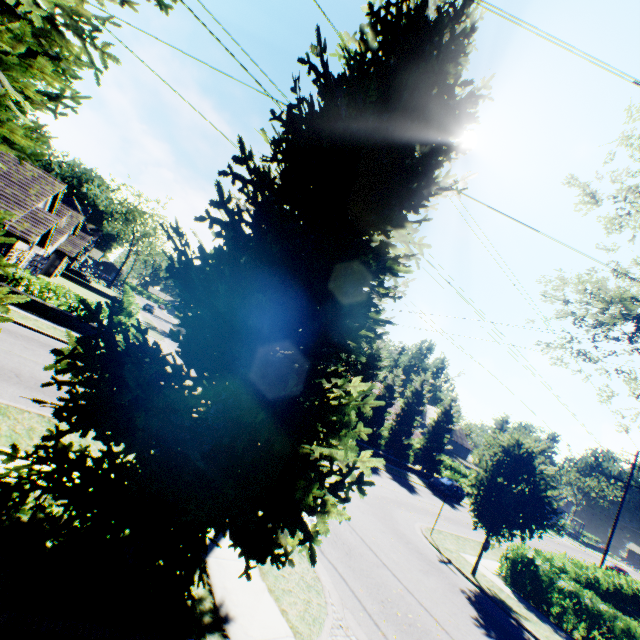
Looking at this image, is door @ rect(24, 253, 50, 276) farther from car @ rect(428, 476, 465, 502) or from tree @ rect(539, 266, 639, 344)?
car @ rect(428, 476, 465, 502)

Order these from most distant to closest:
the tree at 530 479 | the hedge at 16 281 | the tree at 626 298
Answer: →
the hedge at 16 281
the tree at 626 298
the tree at 530 479

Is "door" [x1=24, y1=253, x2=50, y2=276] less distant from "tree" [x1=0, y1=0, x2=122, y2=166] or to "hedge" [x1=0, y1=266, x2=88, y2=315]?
"hedge" [x1=0, y1=266, x2=88, y2=315]

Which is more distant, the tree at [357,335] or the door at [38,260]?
the door at [38,260]

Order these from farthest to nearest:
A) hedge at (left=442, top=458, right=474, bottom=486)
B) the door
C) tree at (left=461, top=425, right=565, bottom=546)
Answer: hedge at (left=442, top=458, right=474, bottom=486)
the door
tree at (left=461, top=425, right=565, bottom=546)

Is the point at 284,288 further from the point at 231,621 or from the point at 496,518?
the point at 496,518

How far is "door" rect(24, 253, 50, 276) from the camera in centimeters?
2898cm
